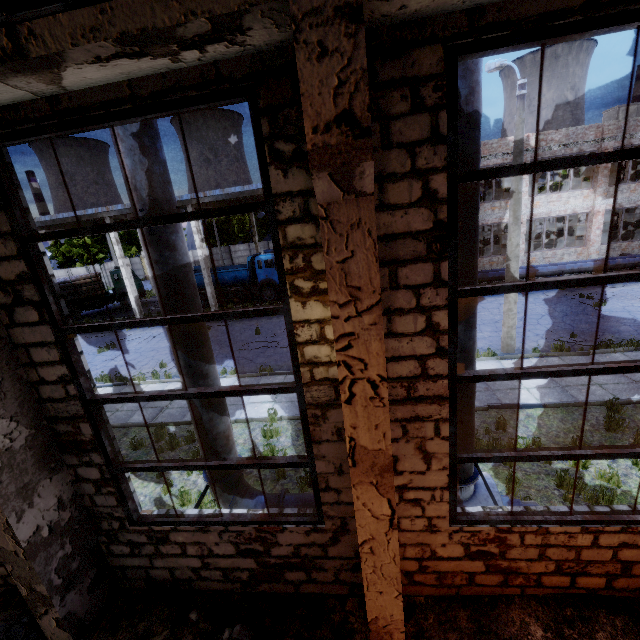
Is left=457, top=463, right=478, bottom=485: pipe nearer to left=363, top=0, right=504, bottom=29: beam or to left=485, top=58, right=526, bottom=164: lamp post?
left=363, top=0, right=504, bottom=29: beam

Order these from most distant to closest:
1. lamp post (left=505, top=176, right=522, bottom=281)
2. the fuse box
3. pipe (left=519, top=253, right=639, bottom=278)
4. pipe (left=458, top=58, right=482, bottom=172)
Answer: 1. the fuse box
2. pipe (left=519, top=253, right=639, bottom=278)
3. lamp post (left=505, top=176, right=522, bottom=281)
4. pipe (left=458, top=58, right=482, bottom=172)

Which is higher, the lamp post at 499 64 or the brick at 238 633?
the lamp post at 499 64

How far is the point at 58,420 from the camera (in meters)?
4.20

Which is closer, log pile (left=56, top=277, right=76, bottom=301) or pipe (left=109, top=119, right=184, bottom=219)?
pipe (left=109, top=119, right=184, bottom=219)

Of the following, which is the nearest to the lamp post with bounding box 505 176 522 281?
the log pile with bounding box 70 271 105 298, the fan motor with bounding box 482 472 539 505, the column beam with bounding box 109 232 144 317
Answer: the fan motor with bounding box 482 472 539 505

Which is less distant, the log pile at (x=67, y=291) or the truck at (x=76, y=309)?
the log pile at (x=67, y=291)

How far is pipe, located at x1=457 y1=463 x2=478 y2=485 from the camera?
4.96m
